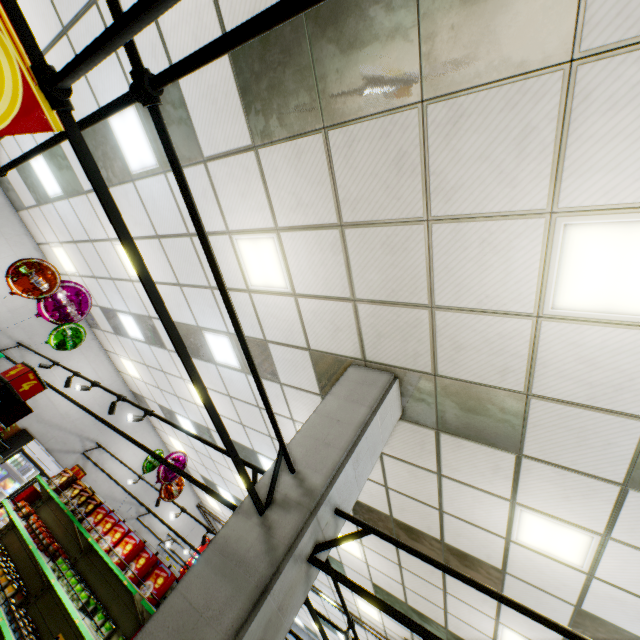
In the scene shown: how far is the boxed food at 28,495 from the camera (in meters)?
6.68

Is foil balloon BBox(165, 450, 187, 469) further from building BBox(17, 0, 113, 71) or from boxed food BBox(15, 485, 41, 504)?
boxed food BBox(15, 485, 41, 504)

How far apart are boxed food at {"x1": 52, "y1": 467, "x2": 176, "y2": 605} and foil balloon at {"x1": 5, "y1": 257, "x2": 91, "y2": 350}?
2.9 meters

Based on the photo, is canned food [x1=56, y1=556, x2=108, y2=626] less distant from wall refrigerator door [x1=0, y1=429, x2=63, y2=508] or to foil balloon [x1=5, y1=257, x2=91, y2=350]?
foil balloon [x1=5, y1=257, x2=91, y2=350]

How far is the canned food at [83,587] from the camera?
4.47m

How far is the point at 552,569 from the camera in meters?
4.2

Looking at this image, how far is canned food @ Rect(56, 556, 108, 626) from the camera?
4.47m

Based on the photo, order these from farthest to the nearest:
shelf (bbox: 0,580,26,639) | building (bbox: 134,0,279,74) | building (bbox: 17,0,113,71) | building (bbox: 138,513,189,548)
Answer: building (bbox: 138,513,189,548) < shelf (bbox: 0,580,26,639) < building (bbox: 17,0,113,71) < building (bbox: 134,0,279,74)
